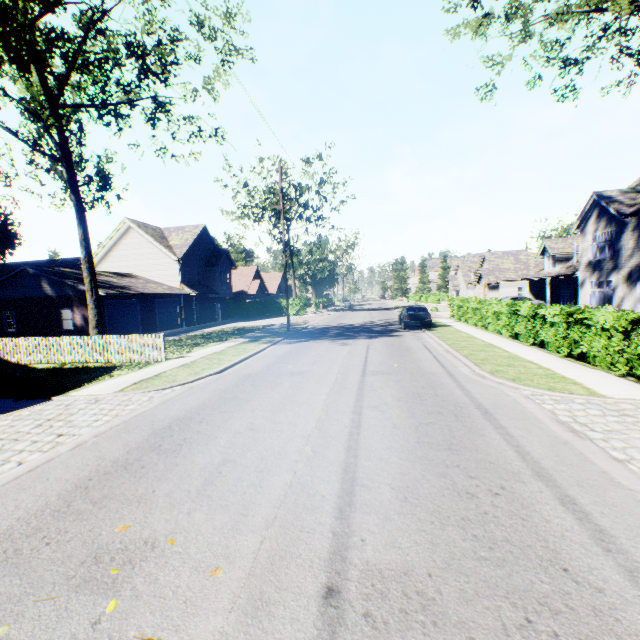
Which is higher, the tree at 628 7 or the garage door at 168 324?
the tree at 628 7

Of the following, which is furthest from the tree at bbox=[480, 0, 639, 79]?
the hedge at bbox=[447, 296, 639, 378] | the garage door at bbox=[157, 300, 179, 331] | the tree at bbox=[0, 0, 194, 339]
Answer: the tree at bbox=[0, 0, 194, 339]

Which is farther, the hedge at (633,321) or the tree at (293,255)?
the tree at (293,255)

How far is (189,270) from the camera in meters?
34.2

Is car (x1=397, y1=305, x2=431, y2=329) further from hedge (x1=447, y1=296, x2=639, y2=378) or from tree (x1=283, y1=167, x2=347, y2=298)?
tree (x1=283, y1=167, x2=347, y2=298)

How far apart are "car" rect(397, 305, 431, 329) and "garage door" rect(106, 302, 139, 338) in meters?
20.9

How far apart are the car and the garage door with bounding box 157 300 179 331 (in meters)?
20.83

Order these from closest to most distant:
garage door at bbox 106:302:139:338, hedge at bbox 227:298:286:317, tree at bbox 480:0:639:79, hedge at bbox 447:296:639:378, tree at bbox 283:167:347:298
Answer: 1. hedge at bbox 447:296:639:378
2. tree at bbox 480:0:639:79
3. garage door at bbox 106:302:139:338
4. tree at bbox 283:167:347:298
5. hedge at bbox 227:298:286:317
